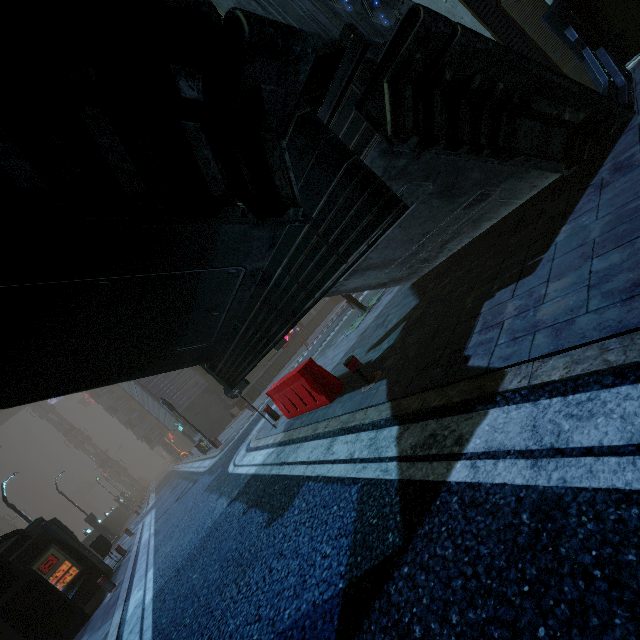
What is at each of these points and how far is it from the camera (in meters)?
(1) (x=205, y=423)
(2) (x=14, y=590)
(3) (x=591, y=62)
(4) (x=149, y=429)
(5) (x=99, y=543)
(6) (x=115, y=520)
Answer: (1) building, 22.33
(2) building, 9.30
(3) building structure, 6.49
(4) building structure, 39.19
(5) trash bin, 14.52
(6) building, 34.34

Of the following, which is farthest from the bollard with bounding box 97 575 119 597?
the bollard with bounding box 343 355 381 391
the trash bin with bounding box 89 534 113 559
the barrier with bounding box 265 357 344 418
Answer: the bollard with bounding box 343 355 381 391

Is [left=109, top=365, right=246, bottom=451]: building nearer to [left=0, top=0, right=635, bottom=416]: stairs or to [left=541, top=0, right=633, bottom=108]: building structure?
[left=541, top=0, right=633, bottom=108]: building structure

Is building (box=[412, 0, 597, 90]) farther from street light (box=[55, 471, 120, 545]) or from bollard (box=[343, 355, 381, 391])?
bollard (box=[343, 355, 381, 391])

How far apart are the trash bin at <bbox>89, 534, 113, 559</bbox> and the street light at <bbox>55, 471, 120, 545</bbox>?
12.9 meters

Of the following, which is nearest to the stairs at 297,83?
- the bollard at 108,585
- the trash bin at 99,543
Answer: the bollard at 108,585

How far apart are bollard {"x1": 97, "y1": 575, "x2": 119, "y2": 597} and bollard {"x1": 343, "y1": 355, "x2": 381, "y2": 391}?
11.2m

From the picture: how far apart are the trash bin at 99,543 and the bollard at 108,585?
5.2m
